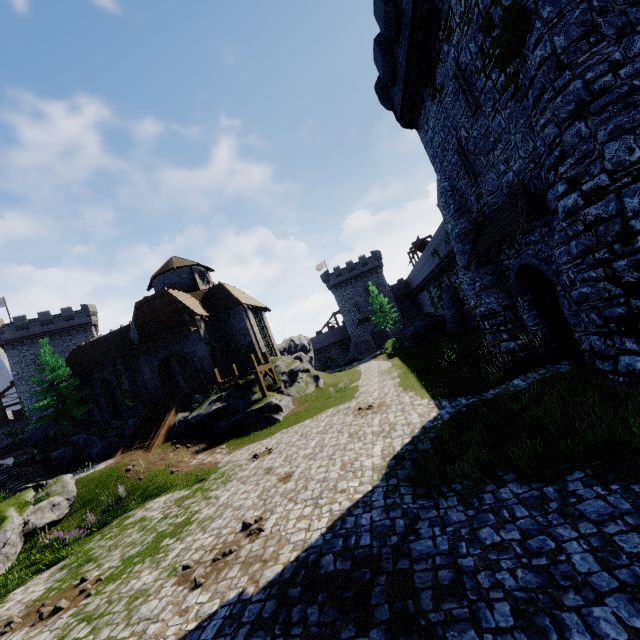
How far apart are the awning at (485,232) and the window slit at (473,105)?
3.1 meters

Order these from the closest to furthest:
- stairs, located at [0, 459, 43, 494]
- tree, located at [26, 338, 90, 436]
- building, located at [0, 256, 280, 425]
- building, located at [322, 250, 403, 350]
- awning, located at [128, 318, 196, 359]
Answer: stairs, located at [0, 459, 43, 494] → awning, located at [128, 318, 196, 359] → building, located at [0, 256, 280, 425] → tree, located at [26, 338, 90, 436] → building, located at [322, 250, 403, 350]

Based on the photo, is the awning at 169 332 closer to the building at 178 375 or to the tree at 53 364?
the building at 178 375

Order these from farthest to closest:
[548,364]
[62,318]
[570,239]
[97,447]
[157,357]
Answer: [62,318] → [157,357] → [97,447] → [548,364] → [570,239]

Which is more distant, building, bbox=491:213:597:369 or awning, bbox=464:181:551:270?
building, bbox=491:213:597:369

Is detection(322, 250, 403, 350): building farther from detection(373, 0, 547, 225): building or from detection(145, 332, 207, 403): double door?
detection(373, 0, 547, 225): building

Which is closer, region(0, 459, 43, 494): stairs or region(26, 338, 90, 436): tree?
region(0, 459, 43, 494): stairs

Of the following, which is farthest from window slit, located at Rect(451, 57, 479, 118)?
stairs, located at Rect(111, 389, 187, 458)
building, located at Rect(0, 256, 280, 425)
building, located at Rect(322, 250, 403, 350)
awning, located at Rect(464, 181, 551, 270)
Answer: building, located at Rect(322, 250, 403, 350)
